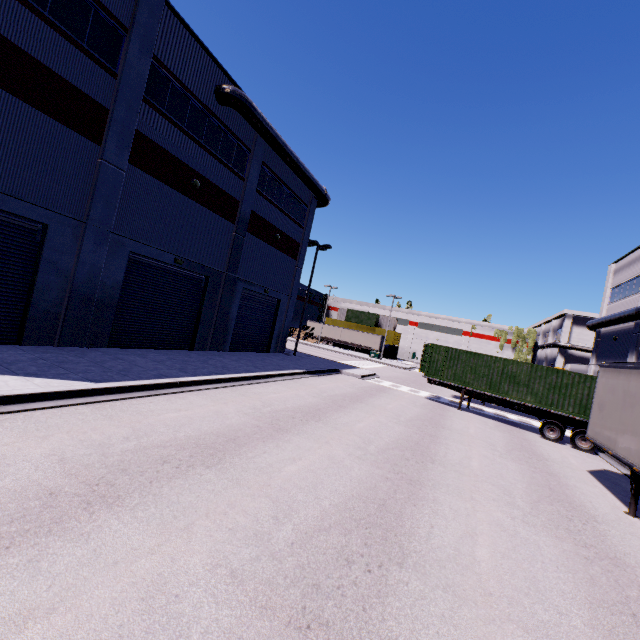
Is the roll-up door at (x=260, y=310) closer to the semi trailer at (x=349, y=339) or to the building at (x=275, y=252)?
the building at (x=275, y=252)

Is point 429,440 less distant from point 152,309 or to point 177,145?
point 152,309

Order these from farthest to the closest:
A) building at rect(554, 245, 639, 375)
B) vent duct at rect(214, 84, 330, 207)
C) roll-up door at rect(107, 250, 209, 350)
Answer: building at rect(554, 245, 639, 375)
vent duct at rect(214, 84, 330, 207)
roll-up door at rect(107, 250, 209, 350)

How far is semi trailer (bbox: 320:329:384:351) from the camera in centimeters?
5663cm

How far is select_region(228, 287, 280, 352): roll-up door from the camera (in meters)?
22.28

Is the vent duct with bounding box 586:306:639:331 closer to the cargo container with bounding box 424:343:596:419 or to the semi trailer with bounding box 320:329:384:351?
the cargo container with bounding box 424:343:596:419

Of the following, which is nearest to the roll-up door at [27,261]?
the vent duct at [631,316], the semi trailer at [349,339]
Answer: the semi trailer at [349,339]

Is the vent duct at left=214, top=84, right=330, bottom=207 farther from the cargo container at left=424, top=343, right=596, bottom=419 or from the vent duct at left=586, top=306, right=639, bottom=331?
the vent duct at left=586, top=306, right=639, bottom=331
